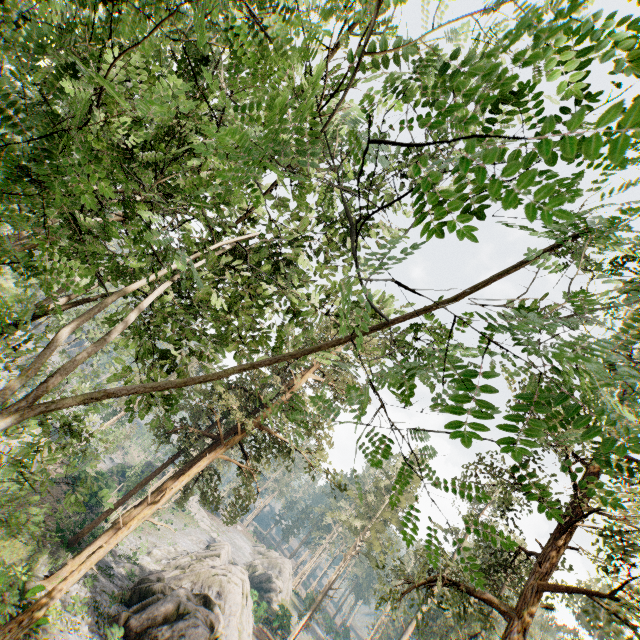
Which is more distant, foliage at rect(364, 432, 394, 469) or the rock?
the rock

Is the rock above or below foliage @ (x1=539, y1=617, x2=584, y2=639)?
below

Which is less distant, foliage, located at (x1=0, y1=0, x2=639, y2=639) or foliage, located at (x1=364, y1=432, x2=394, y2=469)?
foliage, located at (x1=0, y1=0, x2=639, y2=639)

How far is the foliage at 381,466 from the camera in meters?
2.9

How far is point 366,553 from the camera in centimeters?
4300cm

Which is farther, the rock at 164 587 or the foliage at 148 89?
the rock at 164 587
